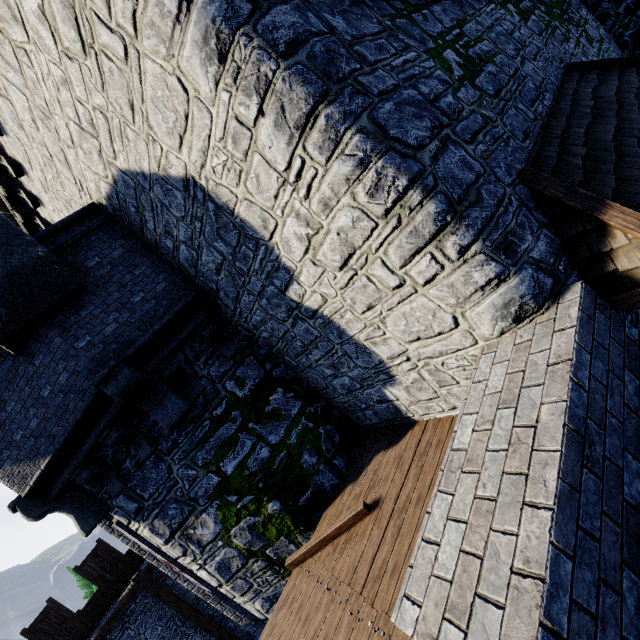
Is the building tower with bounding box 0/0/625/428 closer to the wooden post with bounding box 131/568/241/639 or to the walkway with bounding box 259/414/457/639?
the walkway with bounding box 259/414/457/639

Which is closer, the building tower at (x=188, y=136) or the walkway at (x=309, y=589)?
the building tower at (x=188, y=136)

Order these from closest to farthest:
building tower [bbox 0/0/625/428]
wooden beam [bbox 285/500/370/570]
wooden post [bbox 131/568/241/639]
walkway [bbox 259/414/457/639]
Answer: building tower [bbox 0/0/625/428]
walkway [bbox 259/414/457/639]
wooden beam [bbox 285/500/370/570]
wooden post [bbox 131/568/241/639]

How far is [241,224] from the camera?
4.2 meters

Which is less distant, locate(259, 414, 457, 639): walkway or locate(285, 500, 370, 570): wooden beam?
locate(259, 414, 457, 639): walkway

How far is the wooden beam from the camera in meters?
4.9 m

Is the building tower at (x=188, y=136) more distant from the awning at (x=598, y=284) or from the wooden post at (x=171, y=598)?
the wooden post at (x=171, y=598)
